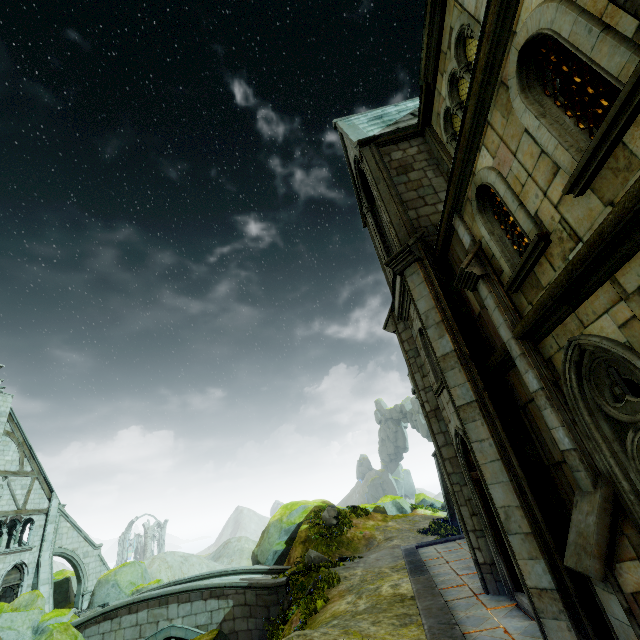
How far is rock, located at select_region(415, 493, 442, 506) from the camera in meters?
41.2

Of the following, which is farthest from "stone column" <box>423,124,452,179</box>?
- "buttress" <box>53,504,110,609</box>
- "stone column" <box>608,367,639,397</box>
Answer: "buttress" <box>53,504,110,609</box>

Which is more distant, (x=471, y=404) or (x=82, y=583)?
(x=82, y=583)

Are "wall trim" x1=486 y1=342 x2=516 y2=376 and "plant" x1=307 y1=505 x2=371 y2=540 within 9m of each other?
no

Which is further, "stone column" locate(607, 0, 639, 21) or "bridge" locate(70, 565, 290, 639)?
"bridge" locate(70, 565, 290, 639)

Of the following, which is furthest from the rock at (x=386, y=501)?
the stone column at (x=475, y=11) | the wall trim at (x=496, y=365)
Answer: the stone column at (x=475, y=11)

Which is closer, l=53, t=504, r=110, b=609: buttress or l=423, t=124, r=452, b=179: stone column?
l=423, t=124, r=452, b=179: stone column

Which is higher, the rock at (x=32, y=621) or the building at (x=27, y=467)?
the building at (x=27, y=467)
